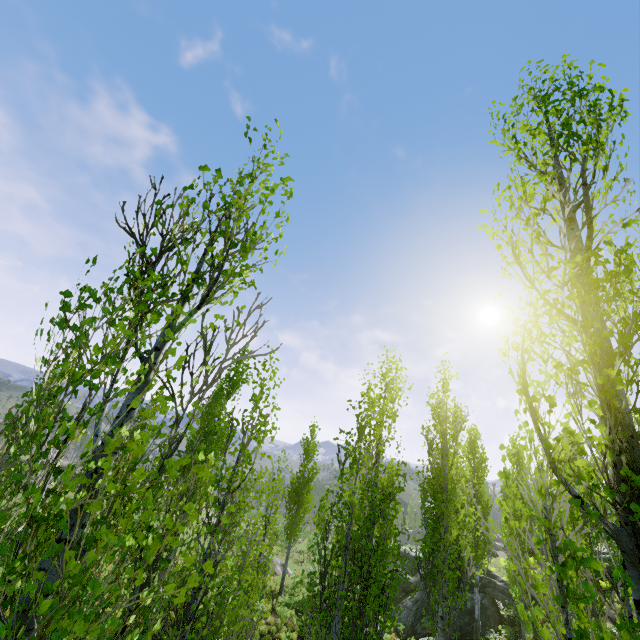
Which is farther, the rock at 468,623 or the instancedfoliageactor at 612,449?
the rock at 468,623

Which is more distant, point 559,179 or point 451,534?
point 451,534

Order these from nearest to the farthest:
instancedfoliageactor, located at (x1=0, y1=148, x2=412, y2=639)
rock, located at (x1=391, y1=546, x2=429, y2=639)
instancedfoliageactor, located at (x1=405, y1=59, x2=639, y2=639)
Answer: instancedfoliageactor, located at (x1=0, y1=148, x2=412, y2=639), instancedfoliageactor, located at (x1=405, y1=59, x2=639, y2=639), rock, located at (x1=391, y1=546, x2=429, y2=639)

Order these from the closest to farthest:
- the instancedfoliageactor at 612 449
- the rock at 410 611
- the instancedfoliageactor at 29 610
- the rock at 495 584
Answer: the instancedfoliageactor at 29 610
the instancedfoliageactor at 612 449
the rock at 495 584
the rock at 410 611

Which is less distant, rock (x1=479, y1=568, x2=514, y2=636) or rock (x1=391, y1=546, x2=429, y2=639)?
rock (x1=479, y1=568, x2=514, y2=636)

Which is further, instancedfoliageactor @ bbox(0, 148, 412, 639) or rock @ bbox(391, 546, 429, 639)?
rock @ bbox(391, 546, 429, 639)

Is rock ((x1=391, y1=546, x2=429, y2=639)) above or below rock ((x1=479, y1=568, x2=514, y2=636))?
below
